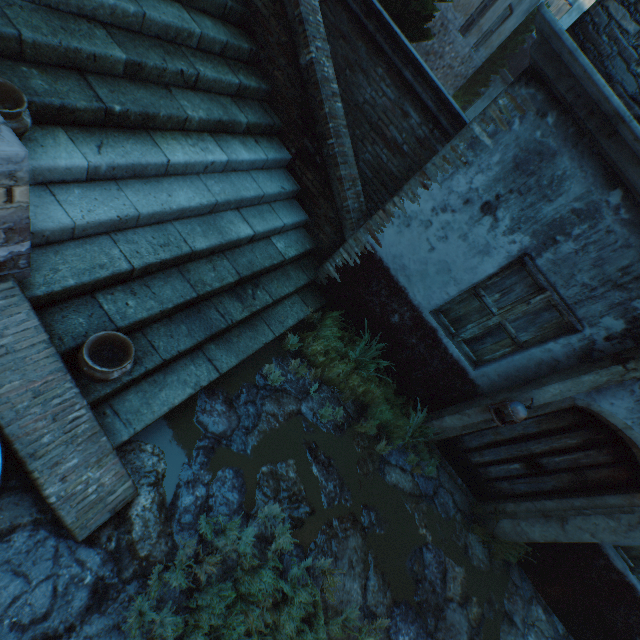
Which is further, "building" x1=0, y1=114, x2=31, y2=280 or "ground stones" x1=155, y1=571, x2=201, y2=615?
"ground stones" x1=155, y1=571, x2=201, y2=615

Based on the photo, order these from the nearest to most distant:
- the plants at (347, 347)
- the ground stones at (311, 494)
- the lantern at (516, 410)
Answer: the ground stones at (311, 494), the lantern at (516, 410), the plants at (347, 347)

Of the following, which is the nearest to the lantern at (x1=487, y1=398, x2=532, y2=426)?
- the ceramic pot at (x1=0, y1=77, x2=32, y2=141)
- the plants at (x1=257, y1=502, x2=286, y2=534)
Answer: the plants at (x1=257, y1=502, x2=286, y2=534)

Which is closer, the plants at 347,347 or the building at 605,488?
the building at 605,488

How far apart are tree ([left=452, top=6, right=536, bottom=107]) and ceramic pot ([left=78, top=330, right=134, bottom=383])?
16.5m

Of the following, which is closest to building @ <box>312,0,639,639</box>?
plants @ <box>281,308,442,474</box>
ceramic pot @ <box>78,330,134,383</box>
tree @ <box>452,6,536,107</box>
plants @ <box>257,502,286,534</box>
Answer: plants @ <box>257,502,286,534</box>

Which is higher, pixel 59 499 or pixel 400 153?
pixel 400 153

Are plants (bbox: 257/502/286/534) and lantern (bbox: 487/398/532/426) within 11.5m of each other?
yes
